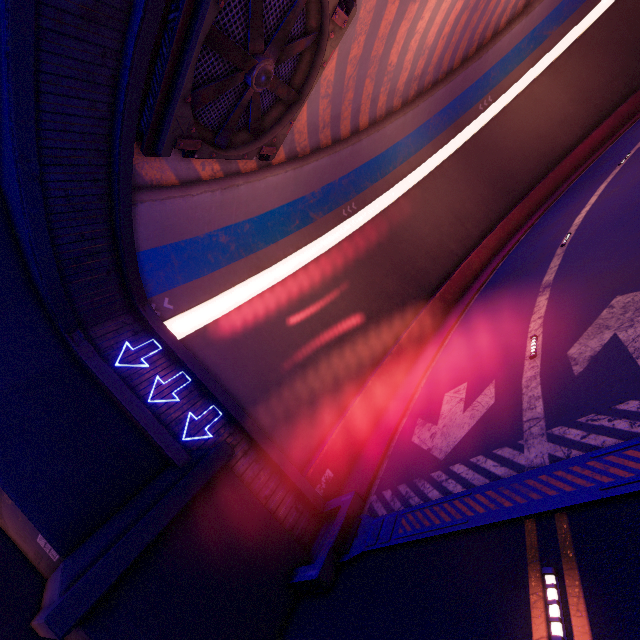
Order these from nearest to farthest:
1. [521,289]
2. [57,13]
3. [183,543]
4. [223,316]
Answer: [57,13], [183,543], [223,316], [521,289]

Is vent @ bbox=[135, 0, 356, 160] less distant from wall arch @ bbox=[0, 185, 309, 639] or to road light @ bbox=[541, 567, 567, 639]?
wall arch @ bbox=[0, 185, 309, 639]

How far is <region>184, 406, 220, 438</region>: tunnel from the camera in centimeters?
920cm

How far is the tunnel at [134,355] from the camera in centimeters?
932cm

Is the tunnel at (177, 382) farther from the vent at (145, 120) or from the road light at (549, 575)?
the road light at (549, 575)

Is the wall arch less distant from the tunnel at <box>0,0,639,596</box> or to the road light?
the tunnel at <box>0,0,639,596</box>

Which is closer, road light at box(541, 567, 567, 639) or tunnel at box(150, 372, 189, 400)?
road light at box(541, 567, 567, 639)
